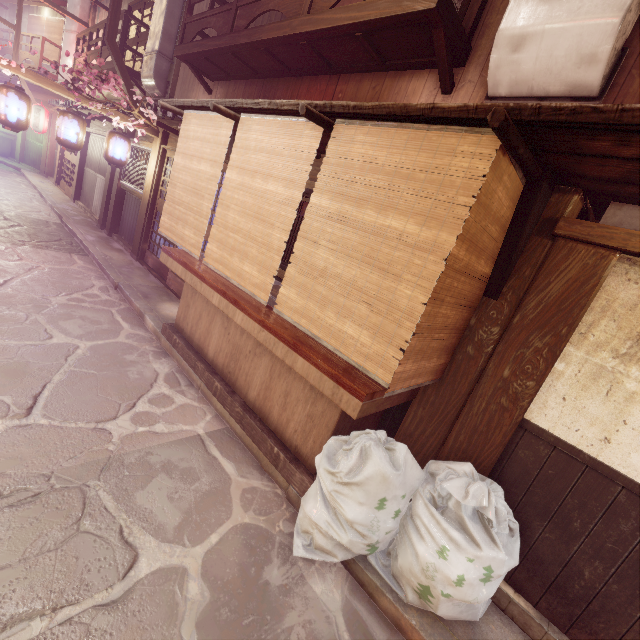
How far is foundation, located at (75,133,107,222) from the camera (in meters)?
19.95

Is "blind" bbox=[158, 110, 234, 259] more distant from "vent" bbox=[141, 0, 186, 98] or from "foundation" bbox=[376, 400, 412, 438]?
"vent" bbox=[141, 0, 186, 98]

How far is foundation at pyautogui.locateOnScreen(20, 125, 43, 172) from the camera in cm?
3092

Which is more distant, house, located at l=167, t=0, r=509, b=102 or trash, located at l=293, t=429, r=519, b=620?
house, located at l=167, t=0, r=509, b=102

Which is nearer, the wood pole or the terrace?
the wood pole

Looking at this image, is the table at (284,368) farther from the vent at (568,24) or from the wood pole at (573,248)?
the vent at (568,24)

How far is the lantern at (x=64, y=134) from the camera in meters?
11.4

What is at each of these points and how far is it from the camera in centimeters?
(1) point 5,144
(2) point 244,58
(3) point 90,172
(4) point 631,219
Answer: (1) table, 3272cm
(2) terrace, 1138cm
(3) foundation, 2167cm
(4) house, 437cm
